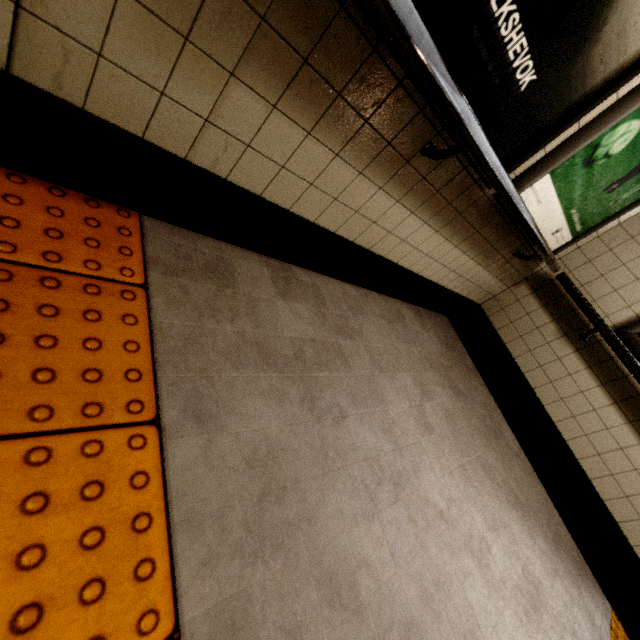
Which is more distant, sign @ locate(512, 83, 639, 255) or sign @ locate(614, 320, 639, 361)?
sign @ locate(614, 320, 639, 361)

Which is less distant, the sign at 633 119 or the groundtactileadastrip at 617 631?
the sign at 633 119

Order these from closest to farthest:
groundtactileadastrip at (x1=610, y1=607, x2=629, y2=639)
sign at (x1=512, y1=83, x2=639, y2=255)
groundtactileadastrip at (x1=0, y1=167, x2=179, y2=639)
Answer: groundtactileadastrip at (x1=0, y1=167, x2=179, y2=639)
sign at (x1=512, y1=83, x2=639, y2=255)
groundtactileadastrip at (x1=610, y1=607, x2=629, y2=639)

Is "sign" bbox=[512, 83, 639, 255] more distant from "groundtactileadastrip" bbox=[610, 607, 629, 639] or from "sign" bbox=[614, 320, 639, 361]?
"groundtactileadastrip" bbox=[610, 607, 629, 639]

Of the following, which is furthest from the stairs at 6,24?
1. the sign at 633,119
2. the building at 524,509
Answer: the sign at 633,119

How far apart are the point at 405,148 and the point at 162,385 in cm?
120

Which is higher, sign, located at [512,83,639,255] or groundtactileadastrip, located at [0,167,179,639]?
sign, located at [512,83,639,255]

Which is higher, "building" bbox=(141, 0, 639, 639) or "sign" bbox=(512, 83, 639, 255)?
"sign" bbox=(512, 83, 639, 255)
